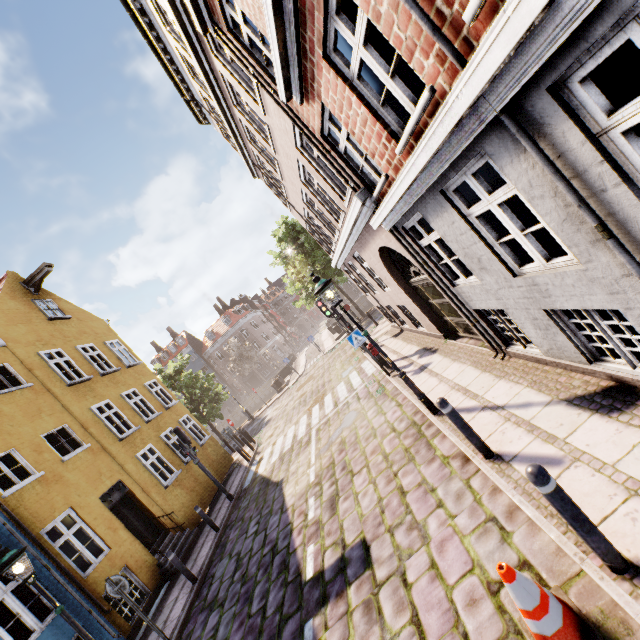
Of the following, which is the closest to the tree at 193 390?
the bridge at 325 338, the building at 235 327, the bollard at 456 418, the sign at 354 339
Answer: the bridge at 325 338

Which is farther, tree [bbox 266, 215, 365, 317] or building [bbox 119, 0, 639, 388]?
tree [bbox 266, 215, 365, 317]

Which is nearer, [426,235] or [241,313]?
[426,235]

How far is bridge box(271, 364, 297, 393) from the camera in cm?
2816

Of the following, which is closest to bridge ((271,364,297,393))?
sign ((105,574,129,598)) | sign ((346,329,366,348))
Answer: sign ((346,329,366,348))

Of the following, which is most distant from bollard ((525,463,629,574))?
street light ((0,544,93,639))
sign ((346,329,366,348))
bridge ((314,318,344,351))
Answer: bridge ((314,318,344,351))

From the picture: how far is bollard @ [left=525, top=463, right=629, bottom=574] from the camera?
2.58m

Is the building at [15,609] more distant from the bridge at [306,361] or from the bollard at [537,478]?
the bridge at [306,361]
